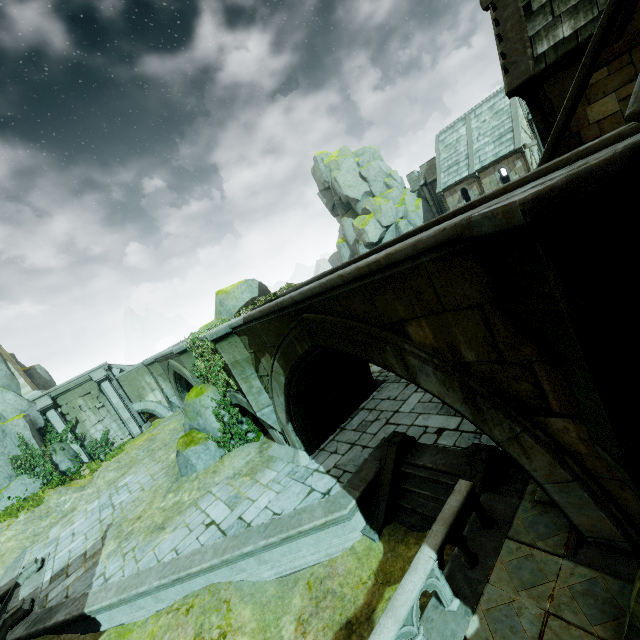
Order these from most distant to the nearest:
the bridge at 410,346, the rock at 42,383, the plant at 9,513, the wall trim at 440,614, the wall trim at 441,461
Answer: the rock at 42,383 < the plant at 9,513 < the wall trim at 441,461 < the wall trim at 440,614 < the bridge at 410,346

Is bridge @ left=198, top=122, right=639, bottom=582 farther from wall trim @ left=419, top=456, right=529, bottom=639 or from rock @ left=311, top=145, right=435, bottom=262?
rock @ left=311, top=145, right=435, bottom=262

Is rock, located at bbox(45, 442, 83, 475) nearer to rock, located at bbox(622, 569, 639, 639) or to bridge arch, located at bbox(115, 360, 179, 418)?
bridge arch, located at bbox(115, 360, 179, 418)

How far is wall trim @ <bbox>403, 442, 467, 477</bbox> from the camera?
7.1 meters

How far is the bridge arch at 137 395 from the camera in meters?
25.3

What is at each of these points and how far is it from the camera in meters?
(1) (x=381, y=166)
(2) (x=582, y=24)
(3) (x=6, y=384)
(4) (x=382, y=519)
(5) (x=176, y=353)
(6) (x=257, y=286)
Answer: (1) rock, 42.7
(2) building, 8.0
(3) rock, 21.0
(4) stair, 7.5
(5) bridge, 14.3
(6) rock, 18.7

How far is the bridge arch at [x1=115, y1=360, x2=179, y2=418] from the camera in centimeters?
2531cm

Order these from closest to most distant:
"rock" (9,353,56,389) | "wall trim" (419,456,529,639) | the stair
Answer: "wall trim" (419,456,529,639)
the stair
"rock" (9,353,56,389)
